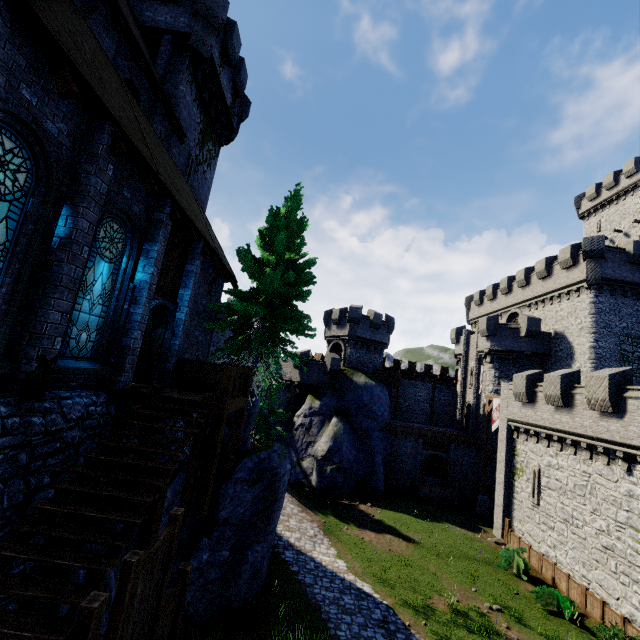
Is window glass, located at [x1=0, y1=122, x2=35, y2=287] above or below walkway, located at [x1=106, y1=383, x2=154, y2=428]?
above

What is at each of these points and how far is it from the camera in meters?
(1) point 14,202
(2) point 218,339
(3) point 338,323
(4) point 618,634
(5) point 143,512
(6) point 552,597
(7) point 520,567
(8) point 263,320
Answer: (1) window glass, 5.6 m
(2) building, 42.8 m
(3) building tower, 37.0 m
(4) bush, 12.7 m
(5) stairs, 5.7 m
(6) bush, 15.6 m
(7) bush, 18.0 m
(8) tree, 15.6 m

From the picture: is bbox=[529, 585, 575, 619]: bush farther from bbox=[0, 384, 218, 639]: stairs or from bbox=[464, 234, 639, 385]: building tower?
bbox=[0, 384, 218, 639]: stairs

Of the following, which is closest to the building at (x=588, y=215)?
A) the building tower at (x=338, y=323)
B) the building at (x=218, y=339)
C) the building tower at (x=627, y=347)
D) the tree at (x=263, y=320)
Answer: the building tower at (x=627, y=347)

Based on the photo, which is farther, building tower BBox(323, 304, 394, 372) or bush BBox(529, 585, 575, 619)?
building tower BBox(323, 304, 394, 372)

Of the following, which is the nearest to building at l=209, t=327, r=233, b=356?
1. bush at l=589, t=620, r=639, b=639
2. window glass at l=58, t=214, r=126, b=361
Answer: window glass at l=58, t=214, r=126, b=361

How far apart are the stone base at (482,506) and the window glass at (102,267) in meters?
29.9 m

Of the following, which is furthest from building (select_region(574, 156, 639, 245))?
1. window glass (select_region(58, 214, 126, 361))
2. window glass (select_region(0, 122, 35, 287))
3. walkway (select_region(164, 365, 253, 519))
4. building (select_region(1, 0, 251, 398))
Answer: window glass (select_region(0, 122, 35, 287))
